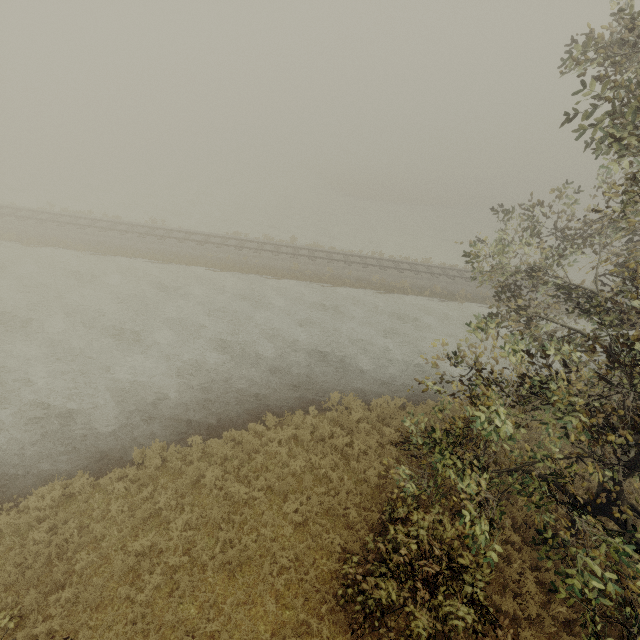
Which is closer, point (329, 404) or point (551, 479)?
point (551, 479)
